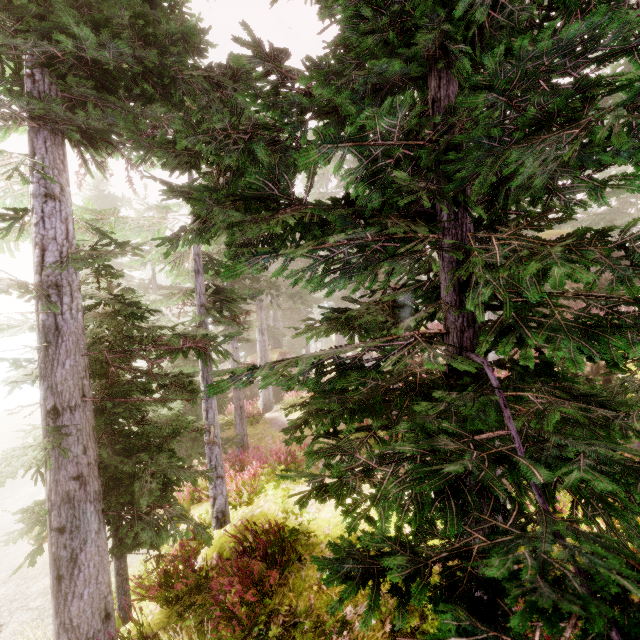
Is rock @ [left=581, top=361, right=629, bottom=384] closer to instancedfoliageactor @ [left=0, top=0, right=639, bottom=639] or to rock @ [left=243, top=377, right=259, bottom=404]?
instancedfoliageactor @ [left=0, top=0, right=639, bottom=639]

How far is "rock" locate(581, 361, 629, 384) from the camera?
9.80m

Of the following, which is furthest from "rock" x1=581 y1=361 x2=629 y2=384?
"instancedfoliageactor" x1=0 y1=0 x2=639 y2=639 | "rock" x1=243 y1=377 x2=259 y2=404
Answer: "rock" x1=243 y1=377 x2=259 y2=404

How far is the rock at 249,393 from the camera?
22.1m

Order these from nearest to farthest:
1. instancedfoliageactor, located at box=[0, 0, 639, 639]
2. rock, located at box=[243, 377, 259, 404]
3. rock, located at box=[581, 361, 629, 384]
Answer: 1. instancedfoliageactor, located at box=[0, 0, 639, 639]
2. rock, located at box=[581, 361, 629, 384]
3. rock, located at box=[243, 377, 259, 404]

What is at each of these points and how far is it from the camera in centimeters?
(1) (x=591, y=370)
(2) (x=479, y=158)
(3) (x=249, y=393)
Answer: (1) rock, 1011cm
(2) instancedfoliageactor, 145cm
(3) rock, 2227cm

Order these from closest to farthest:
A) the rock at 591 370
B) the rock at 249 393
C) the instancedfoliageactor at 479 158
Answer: the instancedfoliageactor at 479 158
the rock at 591 370
the rock at 249 393

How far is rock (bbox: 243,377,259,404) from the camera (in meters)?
A: 22.12
